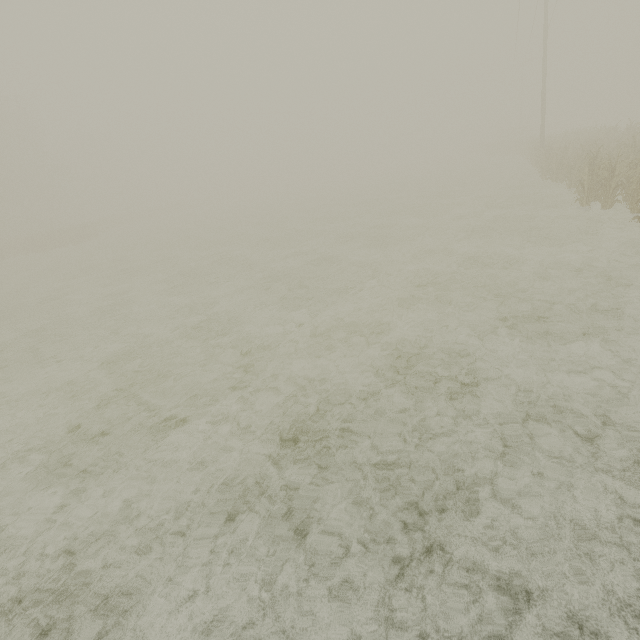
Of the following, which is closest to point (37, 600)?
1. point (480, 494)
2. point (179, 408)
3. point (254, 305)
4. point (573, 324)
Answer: point (179, 408)
